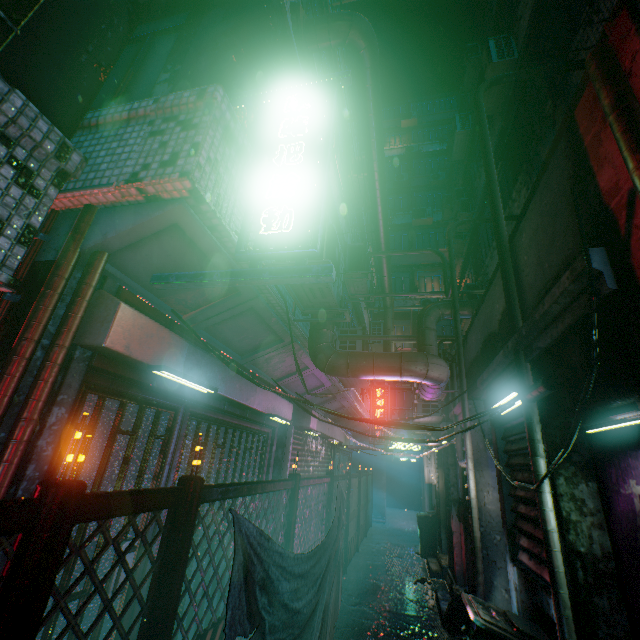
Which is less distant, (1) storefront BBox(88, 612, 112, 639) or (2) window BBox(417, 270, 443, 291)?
(1) storefront BBox(88, 612, 112, 639)

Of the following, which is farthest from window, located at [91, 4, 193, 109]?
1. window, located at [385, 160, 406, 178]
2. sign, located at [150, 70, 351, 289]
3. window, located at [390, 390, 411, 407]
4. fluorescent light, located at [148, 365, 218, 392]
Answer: window, located at [385, 160, 406, 178]

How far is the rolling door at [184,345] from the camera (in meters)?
1.98

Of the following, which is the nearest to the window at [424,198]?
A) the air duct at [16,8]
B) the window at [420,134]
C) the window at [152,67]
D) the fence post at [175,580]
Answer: the window at [420,134]

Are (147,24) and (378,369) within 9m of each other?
yes

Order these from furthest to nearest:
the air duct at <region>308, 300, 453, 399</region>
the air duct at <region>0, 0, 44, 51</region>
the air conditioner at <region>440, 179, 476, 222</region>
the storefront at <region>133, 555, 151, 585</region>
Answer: the air conditioner at <region>440, 179, 476, 222</region> < the air duct at <region>308, 300, 453, 399</region> < the storefront at <region>133, 555, 151, 585</region> < the air duct at <region>0, 0, 44, 51</region>

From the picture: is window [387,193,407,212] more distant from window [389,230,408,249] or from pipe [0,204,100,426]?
pipe [0,204,100,426]

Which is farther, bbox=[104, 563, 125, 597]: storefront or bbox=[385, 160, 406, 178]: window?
bbox=[385, 160, 406, 178]: window
